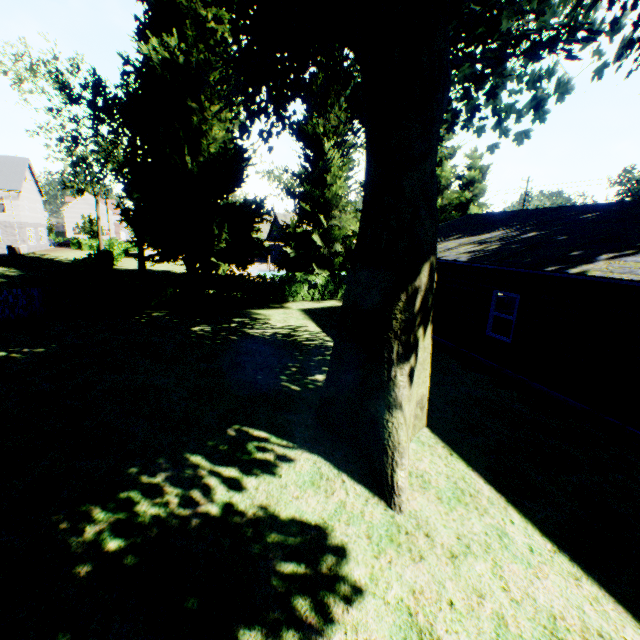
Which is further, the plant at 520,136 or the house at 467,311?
the plant at 520,136

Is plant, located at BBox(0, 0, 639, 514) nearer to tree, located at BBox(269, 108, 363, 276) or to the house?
tree, located at BBox(269, 108, 363, 276)

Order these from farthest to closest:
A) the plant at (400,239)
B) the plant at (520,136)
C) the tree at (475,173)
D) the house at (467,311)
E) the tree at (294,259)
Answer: the tree at (475,173)
the tree at (294,259)
the plant at (520,136)
the house at (467,311)
the plant at (400,239)

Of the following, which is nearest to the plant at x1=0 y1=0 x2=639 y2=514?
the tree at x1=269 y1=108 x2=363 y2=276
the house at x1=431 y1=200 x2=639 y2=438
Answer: the tree at x1=269 y1=108 x2=363 y2=276

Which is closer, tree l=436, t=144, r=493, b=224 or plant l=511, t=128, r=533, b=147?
plant l=511, t=128, r=533, b=147

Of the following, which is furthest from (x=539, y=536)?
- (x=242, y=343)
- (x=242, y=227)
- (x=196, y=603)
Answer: (x=242, y=227)
